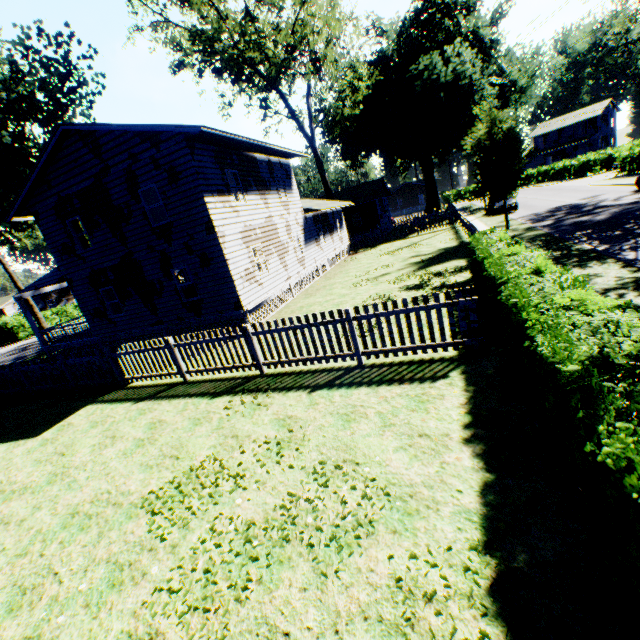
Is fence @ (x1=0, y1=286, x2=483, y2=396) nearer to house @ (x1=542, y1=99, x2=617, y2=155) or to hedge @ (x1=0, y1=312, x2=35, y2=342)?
hedge @ (x1=0, y1=312, x2=35, y2=342)

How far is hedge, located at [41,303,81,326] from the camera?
40.2m

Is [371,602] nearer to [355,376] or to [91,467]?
[355,376]

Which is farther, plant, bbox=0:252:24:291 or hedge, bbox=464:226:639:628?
plant, bbox=0:252:24:291

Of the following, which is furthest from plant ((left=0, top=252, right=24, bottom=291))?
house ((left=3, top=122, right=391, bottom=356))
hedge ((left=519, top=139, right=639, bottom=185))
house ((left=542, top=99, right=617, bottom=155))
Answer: house ((left=542, top=99, right=617, bottom=155))

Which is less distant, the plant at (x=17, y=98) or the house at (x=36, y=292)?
the house at (x=36, y=292)

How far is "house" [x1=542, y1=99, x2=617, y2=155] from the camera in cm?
5634

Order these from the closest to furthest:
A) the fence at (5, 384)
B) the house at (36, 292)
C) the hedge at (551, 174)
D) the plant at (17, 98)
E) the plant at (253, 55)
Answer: the fence at (5, 384), the house at (36, 292), the plant at (17, 98), the plant at (253, 55), the hedge at (551, 174)
